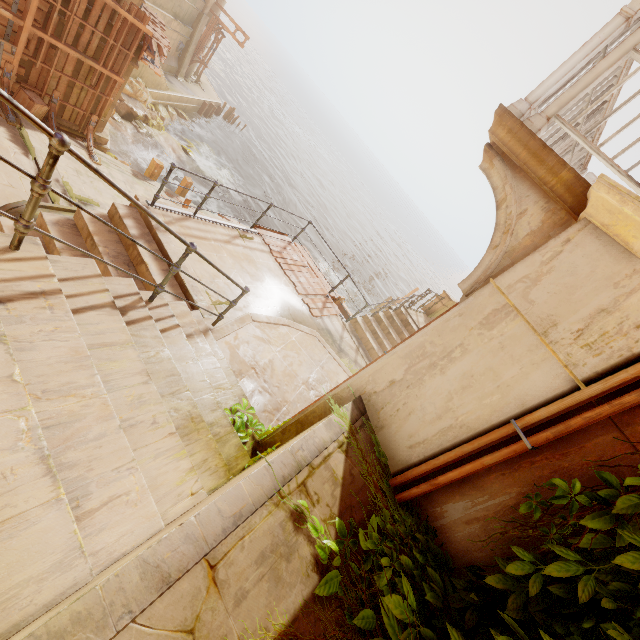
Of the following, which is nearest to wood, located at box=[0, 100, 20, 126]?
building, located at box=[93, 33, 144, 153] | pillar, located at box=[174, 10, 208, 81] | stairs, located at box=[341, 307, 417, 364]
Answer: building, located at box=[93, 33, 144, 153]

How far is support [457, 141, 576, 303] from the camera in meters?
2.6

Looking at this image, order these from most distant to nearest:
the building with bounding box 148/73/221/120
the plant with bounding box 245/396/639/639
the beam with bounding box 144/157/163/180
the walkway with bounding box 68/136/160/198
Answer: the building with bounding box 148/73/221/120 → the beam with bounding box 144/157/163/180 → the walkway with bounding box 68/136/160/198 → the plant with bounding box 245/396/639/639

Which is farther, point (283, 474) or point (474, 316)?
point (474, 316)

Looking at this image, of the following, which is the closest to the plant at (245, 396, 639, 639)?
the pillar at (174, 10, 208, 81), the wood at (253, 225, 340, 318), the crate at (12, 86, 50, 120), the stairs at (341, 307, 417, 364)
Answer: the stairs at (341, 307, 417, 364)

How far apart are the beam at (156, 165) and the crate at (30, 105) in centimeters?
418cm

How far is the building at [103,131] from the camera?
11.2 meters

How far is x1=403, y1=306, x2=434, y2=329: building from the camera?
11.5 meters
